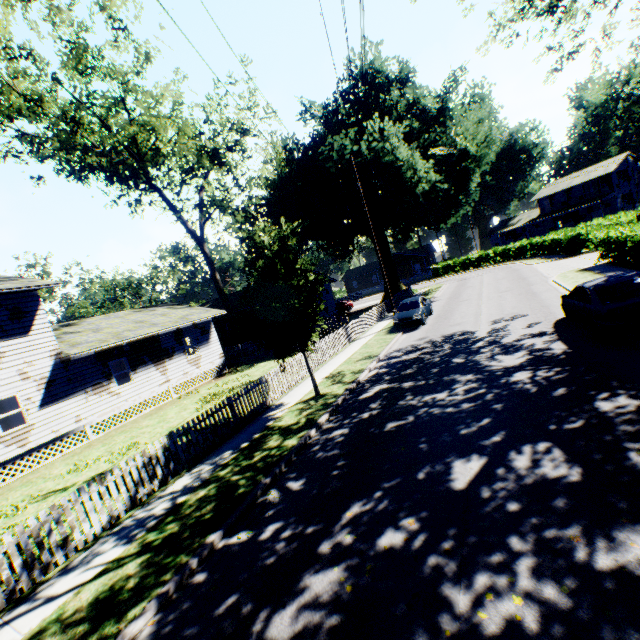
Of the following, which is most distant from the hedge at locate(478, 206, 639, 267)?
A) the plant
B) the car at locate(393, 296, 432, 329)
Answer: the car at locate(393, 296, 432, 329)

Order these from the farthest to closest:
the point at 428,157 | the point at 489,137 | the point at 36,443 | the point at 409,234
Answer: the point at 409,234 → the point at 428,157 → the point at 489,137 → the point at 36,443

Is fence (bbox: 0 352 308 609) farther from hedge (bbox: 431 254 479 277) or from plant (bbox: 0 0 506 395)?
hedge (bbox: 431 254 479 277)

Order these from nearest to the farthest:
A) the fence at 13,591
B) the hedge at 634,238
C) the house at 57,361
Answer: the fence at 13,591
the house at 57,361
the hedge at 634,238

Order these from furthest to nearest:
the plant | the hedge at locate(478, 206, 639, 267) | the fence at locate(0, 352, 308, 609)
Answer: the hedge at locate(478, 206, 639, 267) < the plant < the fence at locate(0, 352, 308, 609)

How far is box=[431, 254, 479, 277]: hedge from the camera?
51.3m

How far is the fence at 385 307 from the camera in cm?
1778

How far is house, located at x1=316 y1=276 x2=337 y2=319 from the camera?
35.8m
